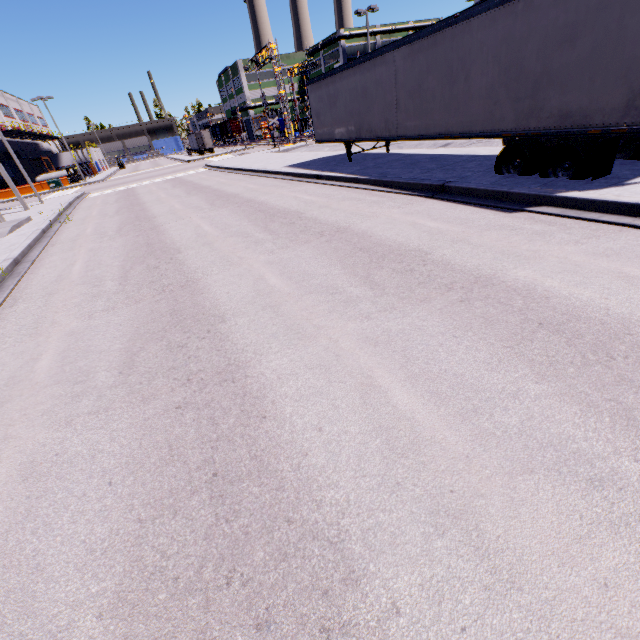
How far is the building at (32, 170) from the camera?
51.2 meters

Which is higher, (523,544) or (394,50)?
(394,50)

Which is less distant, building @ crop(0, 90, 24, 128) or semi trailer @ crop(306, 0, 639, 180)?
semi trailer @ crop(306, 0, 639, 180)

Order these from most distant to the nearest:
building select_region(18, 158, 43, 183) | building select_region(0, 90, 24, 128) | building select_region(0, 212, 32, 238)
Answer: building select_region(18, 158, 43, 183) < building select_region(0, 90, 24, 128) < building select_region(0, 212, 32, 238)

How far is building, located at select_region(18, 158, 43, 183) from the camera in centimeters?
5119cm

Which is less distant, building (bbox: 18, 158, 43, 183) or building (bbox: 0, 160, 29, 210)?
building (bbox: 0, 160, 29, 210)

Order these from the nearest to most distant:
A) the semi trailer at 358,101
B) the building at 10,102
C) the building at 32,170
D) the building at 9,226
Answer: the semi trailer at 358,101 → the building at 9,226 → the building at 10,102 → the building at 32,170
